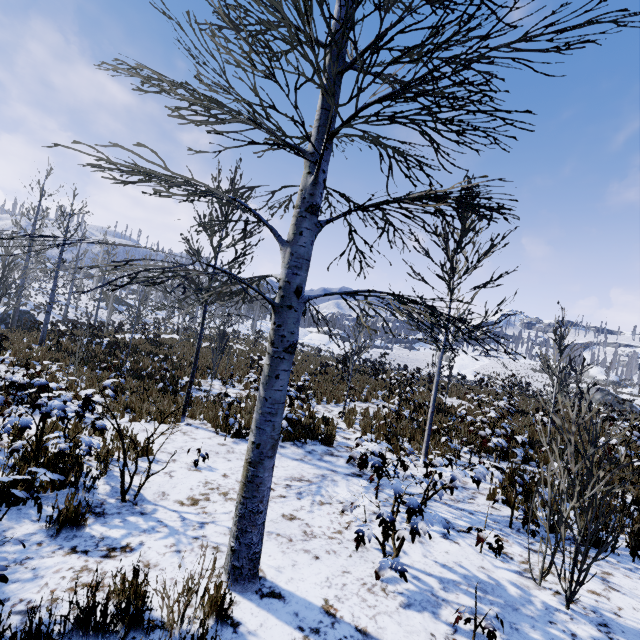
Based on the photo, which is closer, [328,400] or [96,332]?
[328,400]

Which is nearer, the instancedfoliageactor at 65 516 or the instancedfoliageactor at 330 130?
the instancedfoliageactor at 330 130

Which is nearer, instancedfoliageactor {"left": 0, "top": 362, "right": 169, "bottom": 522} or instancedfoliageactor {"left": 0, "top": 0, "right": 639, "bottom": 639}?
instancedfoliageactor {"left": 0, "top": 0, "right": 639, "bottom": 639}

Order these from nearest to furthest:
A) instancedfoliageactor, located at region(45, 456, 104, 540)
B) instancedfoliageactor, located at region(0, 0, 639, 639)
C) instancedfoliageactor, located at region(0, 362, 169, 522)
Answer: instancedfoliageactor, located at region(0, 0, 639, 639) → instancedfoliageactor, located at region(0, 362, 169, 522) → instancedfoliageactor, located at region(45, 456, 104, 540)

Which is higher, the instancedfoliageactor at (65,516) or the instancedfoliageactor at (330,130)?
the instancedfoliageactor at (330,130)

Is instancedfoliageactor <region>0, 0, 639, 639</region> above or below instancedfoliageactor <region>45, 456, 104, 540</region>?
above

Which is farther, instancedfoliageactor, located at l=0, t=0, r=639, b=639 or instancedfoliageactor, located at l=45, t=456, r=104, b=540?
instancedfoliageactor, located at l=45, t=456, r=104, b=540
